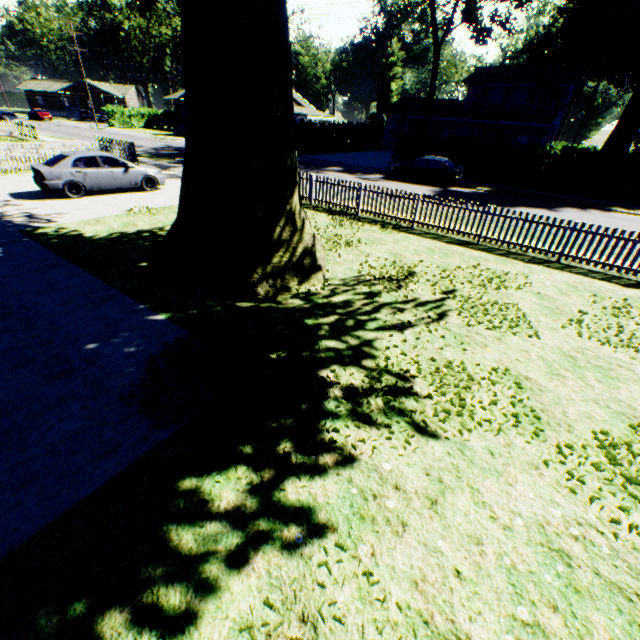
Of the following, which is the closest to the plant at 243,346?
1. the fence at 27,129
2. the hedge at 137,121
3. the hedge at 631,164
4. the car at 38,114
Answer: the fence at 27,129

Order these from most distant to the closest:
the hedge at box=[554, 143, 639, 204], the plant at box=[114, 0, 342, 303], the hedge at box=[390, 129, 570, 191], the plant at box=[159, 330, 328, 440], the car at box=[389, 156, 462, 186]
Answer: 1. the hedge at box=[390, 129, 570, 191]
2. the car at box=[389, 156, 462, 186]
3. the hedge at box=[554, 143, 639, 204]
4. the plant at box=[114, 0, 342, 303]
5. the plant at box=[159, 330, 328, 440]

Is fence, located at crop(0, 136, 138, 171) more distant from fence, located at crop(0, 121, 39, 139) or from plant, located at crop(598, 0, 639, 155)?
plant, located at crop(598, 0, 639, 155)

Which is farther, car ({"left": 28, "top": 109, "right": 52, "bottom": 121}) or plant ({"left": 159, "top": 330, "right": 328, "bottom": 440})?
car ({"left": 28, "top": 109, "right": 52, "bottom": 121})

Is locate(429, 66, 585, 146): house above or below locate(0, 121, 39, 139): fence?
above

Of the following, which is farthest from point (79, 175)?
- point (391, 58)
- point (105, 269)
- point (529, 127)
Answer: point (391, 58)

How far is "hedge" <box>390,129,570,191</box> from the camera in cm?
2206

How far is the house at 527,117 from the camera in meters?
34.2
